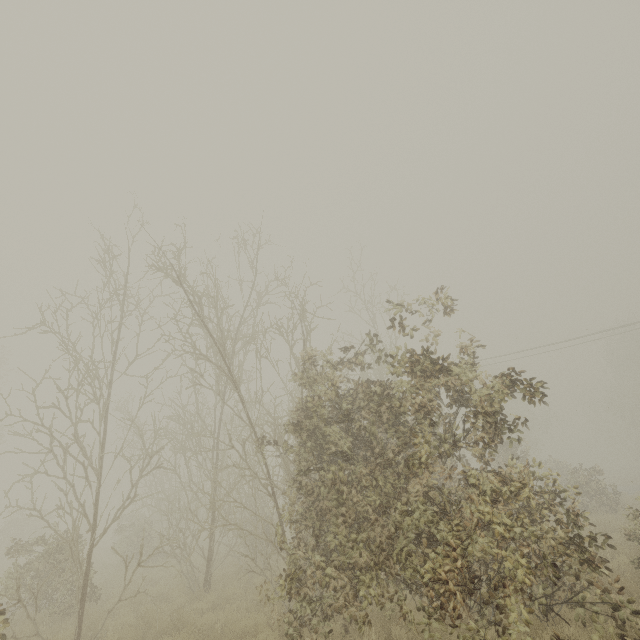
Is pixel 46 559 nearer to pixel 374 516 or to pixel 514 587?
pixel 374 516

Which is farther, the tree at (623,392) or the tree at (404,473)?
the tree at (623,392)

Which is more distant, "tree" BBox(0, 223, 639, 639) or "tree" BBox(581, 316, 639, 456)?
"tree" BBox(581, 316, 639, 456)

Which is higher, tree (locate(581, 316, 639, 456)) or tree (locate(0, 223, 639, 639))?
tree (locate(581, 316, 639, 456))

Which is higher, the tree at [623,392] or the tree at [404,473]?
the tree at [623,392]
